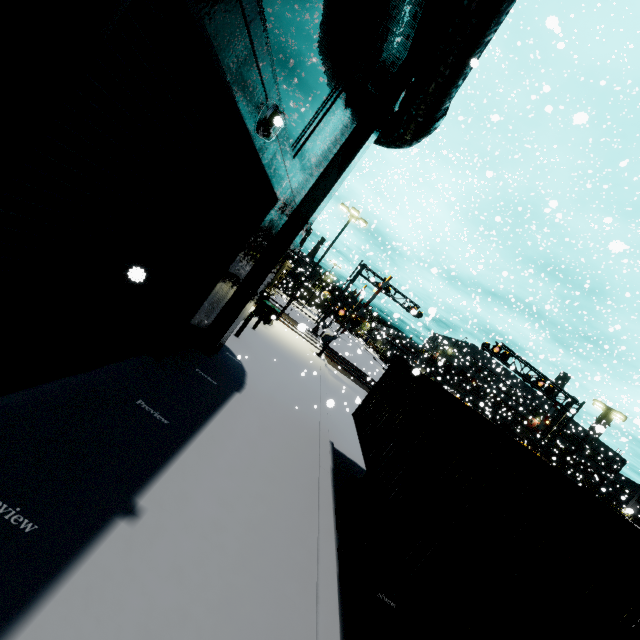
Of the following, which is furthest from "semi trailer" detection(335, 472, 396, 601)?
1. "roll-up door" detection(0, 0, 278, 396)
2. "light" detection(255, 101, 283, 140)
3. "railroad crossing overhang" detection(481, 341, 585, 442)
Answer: "railroad crossing overhang" detection(481, 341, 585, 442)

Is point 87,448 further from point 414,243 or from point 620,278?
point 620,278

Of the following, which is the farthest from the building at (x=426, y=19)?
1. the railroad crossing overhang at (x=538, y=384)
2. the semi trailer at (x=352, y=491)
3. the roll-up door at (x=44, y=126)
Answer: the railroad crossing overhang at (x=538, y=384)

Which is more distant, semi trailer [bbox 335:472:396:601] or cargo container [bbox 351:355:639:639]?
semi trailer [bbox 335:472:396:601]

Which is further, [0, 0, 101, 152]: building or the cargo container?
the cargo container

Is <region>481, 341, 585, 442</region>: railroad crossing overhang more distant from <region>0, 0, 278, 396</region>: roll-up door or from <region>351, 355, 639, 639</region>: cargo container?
<region>0, 0, 278, 396</region>: roll-up door

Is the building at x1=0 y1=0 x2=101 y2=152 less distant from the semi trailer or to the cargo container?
the cargo container

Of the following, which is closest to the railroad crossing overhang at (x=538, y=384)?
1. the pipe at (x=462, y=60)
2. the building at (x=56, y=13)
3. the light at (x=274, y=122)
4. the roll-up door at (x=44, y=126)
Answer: the building at (x=56, y=13)
